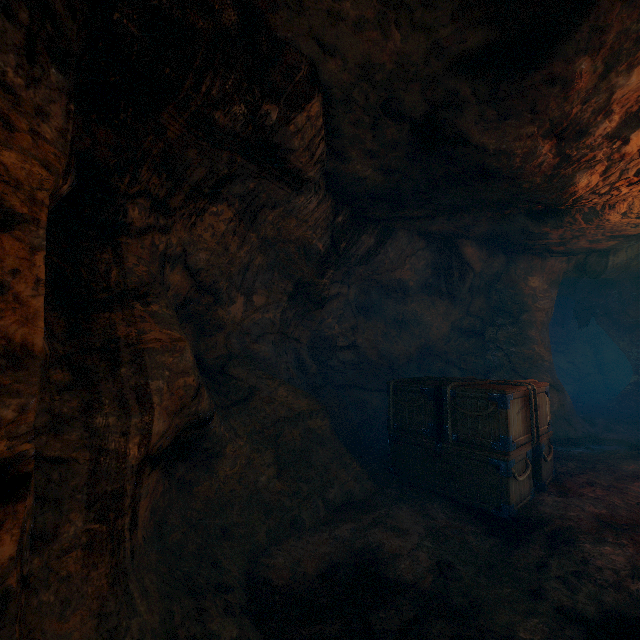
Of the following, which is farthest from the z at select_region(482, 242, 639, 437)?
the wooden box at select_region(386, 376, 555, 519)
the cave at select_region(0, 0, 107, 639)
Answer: the cave at select_region(0, 0, 107, 639)

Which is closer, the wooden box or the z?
the wooden box

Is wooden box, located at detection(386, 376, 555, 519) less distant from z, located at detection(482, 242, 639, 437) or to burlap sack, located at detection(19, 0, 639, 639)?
burlap sack, located at detection(19, 0, 639, 639)

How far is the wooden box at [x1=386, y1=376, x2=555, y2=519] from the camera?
4.5m

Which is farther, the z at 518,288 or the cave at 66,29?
the z at 518,288

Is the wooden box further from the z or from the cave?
the cave

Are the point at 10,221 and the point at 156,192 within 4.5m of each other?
yes

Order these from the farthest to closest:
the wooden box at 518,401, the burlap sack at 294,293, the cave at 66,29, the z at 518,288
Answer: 1. the z at 518,288
2. the wooden box at 518,401
3. the burlap sack at 294,293
4. the cave at 66,29
